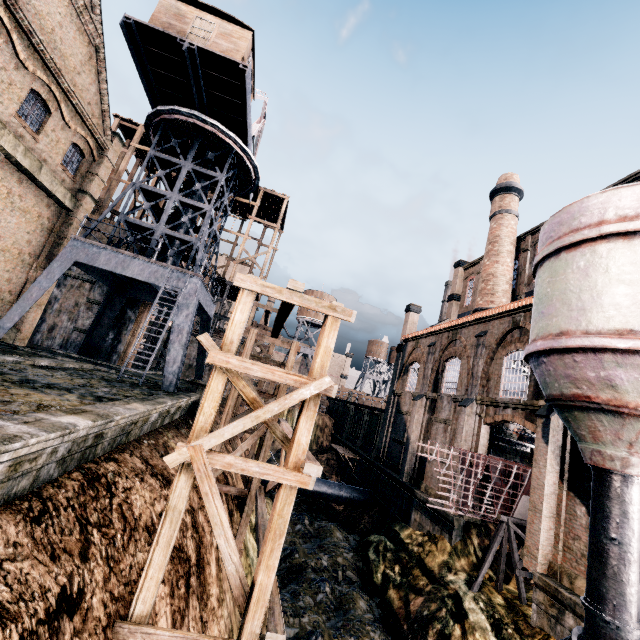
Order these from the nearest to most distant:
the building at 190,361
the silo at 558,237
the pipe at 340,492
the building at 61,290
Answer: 1. the silo at 558,237
2. the building at 61,290
3. the pipe at 340,492
4. the building at 190,361

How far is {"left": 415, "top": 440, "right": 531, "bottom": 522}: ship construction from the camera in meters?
15.9 m

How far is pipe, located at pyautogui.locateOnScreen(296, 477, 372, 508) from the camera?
27.3m

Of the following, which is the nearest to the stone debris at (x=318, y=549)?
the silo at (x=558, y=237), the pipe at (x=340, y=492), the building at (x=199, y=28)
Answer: the silo at (x=558, y=237)

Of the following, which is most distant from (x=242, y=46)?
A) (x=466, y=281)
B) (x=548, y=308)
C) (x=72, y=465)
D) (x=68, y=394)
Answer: (x=466, y=281)

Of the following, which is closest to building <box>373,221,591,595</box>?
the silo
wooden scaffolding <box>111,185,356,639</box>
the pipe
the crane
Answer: the silo

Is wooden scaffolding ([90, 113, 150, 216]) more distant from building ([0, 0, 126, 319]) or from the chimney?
the chimney

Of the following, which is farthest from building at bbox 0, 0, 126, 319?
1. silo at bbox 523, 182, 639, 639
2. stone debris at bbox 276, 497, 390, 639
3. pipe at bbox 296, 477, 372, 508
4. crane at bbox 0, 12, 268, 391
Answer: stone debris at bbox 276, 497, 390, 639
